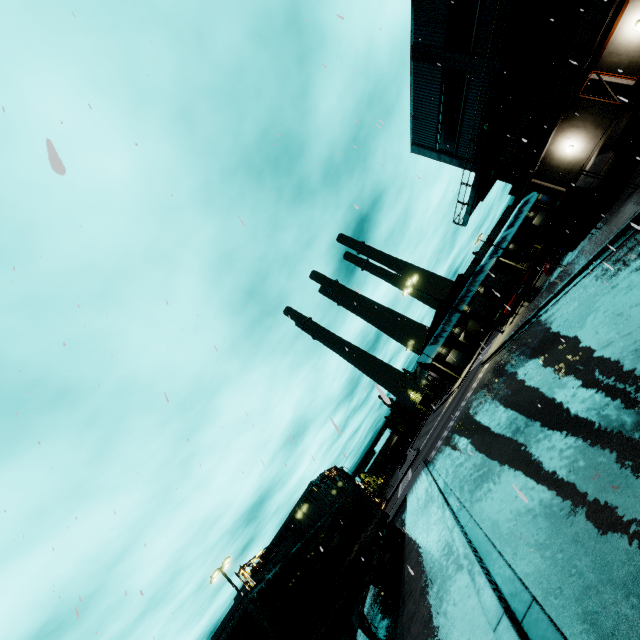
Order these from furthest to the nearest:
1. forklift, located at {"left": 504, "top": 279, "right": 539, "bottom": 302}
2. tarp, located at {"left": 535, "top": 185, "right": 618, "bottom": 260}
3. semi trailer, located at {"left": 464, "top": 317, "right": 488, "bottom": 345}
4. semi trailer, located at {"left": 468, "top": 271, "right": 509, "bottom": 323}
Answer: semi trailer, located at {"left": 464, "top": 317, "right": 488, "bottom": 345}
semi trailer, located at {"left": 468, "top": 271, "right": 509, "bottom": 323}
forklift, located at {"left": 504, "top": 279, "right": 539, "bottom": 302}
tarp, located at {"left": 535, "top": 185, "right": 618, "bottom": 260}

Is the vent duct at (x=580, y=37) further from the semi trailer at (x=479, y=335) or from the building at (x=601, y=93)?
the semi trailer at (x=479, y=335)

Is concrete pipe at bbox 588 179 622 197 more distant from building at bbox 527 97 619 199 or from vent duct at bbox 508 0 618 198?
vent duct at bbox 508 0 618 198

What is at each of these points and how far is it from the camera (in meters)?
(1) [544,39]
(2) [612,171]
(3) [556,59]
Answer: (1) building, 17.30
(2) concrete pipe, 16.44
(3) building, 17.72

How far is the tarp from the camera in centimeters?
1406cm

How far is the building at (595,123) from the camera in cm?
1872

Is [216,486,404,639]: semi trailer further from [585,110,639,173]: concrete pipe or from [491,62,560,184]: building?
[585,110,639,173]: concrete pipe

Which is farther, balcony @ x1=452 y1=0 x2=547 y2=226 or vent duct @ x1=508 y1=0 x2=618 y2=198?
balcony @ x1=452 y1=0 x2=547 y2=226
